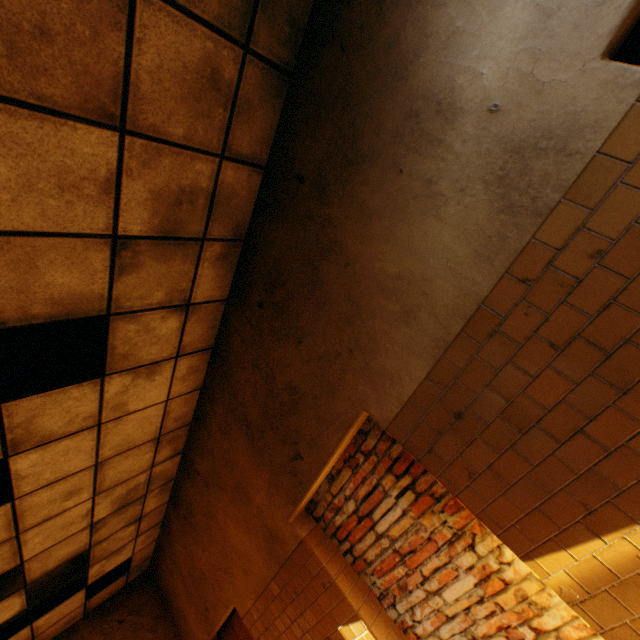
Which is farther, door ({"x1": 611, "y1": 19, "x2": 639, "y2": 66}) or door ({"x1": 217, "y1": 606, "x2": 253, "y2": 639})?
door ({"x1": 217, "y1": 606, "x2": 253, "y2": 639})

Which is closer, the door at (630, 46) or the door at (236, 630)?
the door at (630, 46)

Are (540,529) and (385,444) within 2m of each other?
yes

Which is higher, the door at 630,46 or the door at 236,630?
the door at 630,46

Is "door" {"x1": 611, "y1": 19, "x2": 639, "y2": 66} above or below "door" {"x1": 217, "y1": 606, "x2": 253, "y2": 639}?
above
